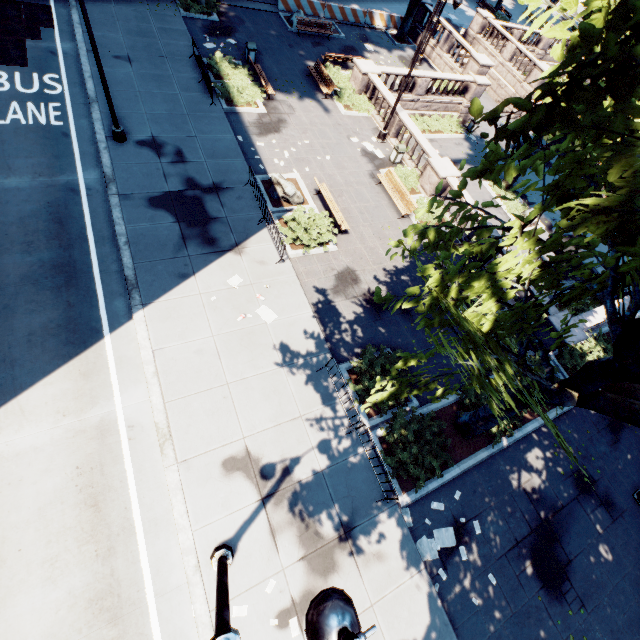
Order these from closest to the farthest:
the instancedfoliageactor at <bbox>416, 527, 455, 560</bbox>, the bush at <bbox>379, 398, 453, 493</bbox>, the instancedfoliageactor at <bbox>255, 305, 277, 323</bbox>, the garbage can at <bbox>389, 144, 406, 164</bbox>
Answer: the instancedfoliageactor at <bbox>416, 527, 455, 560</bbox> → the bush at <bbox>379, 398, 453, 493</bbox> → the instancedfoliageactor at <bbox>255, 305, 277, 323</bbox> → the garbage can at <bbox>389, 144, 406, 164</bbox>

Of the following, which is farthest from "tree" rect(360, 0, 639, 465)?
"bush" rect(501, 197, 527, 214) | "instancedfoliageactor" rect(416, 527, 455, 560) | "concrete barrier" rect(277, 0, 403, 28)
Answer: "instancedfoliageactor" rect(416, 527, 455, 560)

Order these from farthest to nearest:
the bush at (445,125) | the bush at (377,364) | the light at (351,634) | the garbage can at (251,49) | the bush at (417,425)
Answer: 1. the bush at (445,125)
2. the garbage can at (251,49)
3. the bush at (377,364)
4. the bush at (417,425)
5. the light at (351,634)

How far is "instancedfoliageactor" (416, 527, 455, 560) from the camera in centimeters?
957cm

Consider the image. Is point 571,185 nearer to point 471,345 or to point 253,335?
point 471,345

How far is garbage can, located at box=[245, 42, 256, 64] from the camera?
19.3m

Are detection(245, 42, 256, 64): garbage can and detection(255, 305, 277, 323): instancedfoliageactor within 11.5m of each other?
no

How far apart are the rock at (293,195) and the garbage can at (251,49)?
10.7 meters
